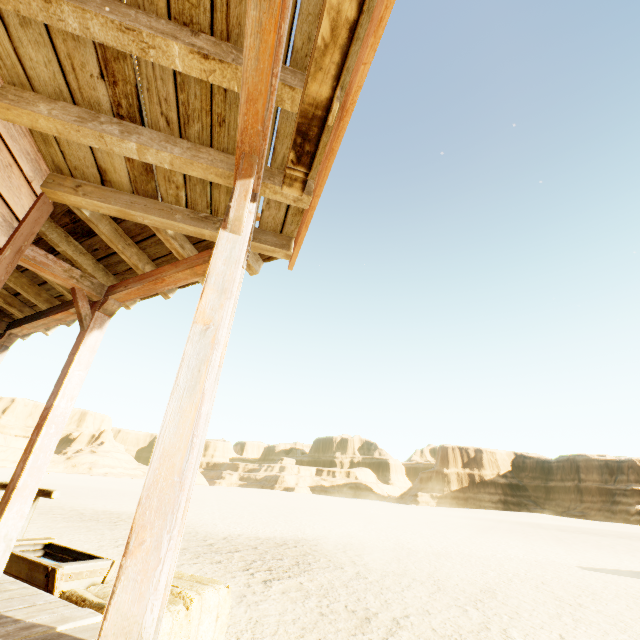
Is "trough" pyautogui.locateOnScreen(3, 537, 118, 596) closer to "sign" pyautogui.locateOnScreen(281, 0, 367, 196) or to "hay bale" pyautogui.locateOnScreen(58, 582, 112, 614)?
"hay bale" pyautogui.locateOnScreen(58, 582, 112, 614)

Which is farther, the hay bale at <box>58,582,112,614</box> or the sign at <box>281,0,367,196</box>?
the hay bale at <box>58,582,112,614</box>

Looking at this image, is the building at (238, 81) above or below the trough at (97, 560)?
above

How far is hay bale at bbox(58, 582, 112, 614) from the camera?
2.32m

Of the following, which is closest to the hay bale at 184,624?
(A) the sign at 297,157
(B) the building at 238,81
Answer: (B) the building at 238,81

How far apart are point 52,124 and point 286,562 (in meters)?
7.48

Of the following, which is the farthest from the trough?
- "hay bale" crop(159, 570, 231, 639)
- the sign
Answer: the sign

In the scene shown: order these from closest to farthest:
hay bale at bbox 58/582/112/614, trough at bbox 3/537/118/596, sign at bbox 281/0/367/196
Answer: sign at bbox 281/0/367/196
hay bale at bbox 58/582/112/614
trough at bbox 3/537/118/596
